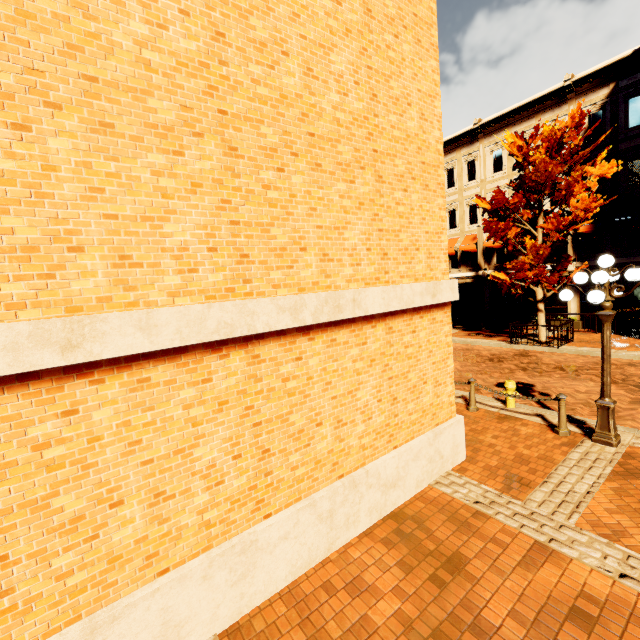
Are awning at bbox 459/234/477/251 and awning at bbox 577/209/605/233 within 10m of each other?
yes

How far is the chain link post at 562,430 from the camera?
6.8 meters

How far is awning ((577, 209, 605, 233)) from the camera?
16.7m

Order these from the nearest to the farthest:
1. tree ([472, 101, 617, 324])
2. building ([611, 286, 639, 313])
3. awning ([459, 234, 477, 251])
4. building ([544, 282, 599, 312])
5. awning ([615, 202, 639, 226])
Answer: tree ([472, 101, 617, 324]) → awning ([615, 202, 639, 226]) → building ([611, 286, 639, 313]) → building ([544, 282, 599, 312]) → awning ([459, 234, 477, 251])

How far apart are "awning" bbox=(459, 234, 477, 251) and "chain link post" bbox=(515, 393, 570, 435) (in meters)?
17.30

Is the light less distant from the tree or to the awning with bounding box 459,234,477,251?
the tree

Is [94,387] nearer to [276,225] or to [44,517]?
[44,517]

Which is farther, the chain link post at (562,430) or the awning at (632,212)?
the awning at (632,212)
